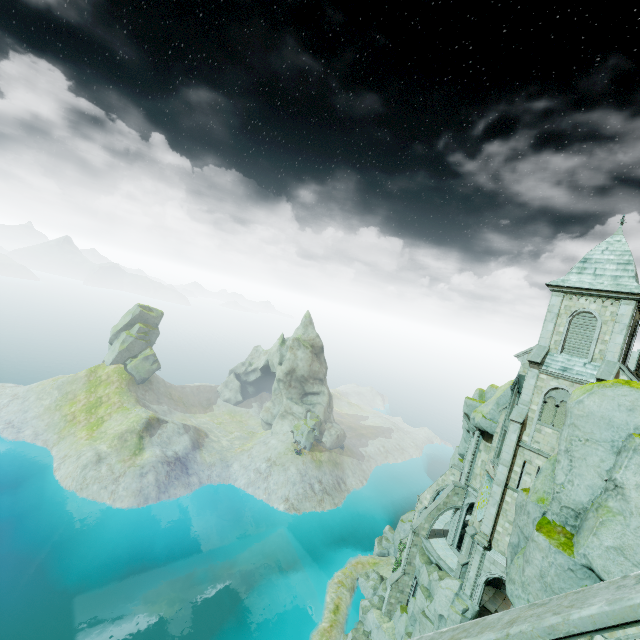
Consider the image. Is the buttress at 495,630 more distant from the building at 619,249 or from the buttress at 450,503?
the buttress at 450,503

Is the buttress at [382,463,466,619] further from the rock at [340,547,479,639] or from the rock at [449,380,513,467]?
the rock at [449,380,513,467]

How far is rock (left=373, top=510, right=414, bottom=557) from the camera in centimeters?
4894cm

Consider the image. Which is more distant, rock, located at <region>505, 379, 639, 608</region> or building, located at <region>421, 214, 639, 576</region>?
building, located at <region>421, 214, 639, 576</region>

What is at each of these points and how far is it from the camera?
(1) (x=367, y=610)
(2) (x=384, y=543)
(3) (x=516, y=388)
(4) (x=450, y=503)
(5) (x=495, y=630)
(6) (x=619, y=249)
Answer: (1) rock, 39.66m
(2) rock, 50.31m
(3) window, 26.16m
(4) buttress, 33.72m
(5) buttress, 4.73m
(6) building, 24.03m

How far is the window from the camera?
25.6m

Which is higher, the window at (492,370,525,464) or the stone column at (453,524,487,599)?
the window at (492,370,525,464)

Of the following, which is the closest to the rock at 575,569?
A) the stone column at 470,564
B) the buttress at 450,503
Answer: the stone column at 470,564
